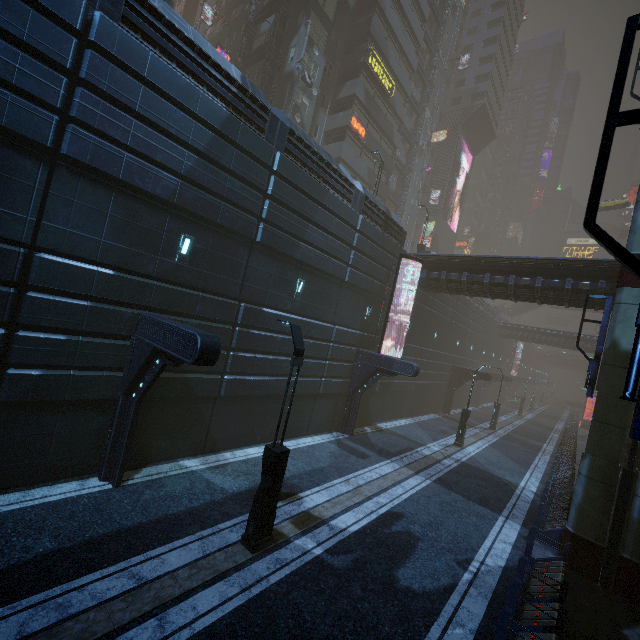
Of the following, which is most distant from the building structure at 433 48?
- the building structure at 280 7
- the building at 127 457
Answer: the building structure at 280 7

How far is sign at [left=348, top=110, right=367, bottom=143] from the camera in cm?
2943

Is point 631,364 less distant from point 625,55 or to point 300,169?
point 625,55

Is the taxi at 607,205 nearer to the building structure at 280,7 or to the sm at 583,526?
the sm at 583,526

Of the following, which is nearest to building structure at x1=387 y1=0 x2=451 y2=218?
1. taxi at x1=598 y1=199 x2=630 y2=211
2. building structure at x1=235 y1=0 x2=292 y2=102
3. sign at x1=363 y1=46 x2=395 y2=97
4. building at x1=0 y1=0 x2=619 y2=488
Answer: building at x1=0 y1=0 x2=619 y2=488

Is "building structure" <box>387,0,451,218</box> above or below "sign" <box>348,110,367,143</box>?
above

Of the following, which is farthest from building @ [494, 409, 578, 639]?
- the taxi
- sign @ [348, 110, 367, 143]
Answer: the taxi

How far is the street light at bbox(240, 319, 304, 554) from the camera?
7.8 meters
